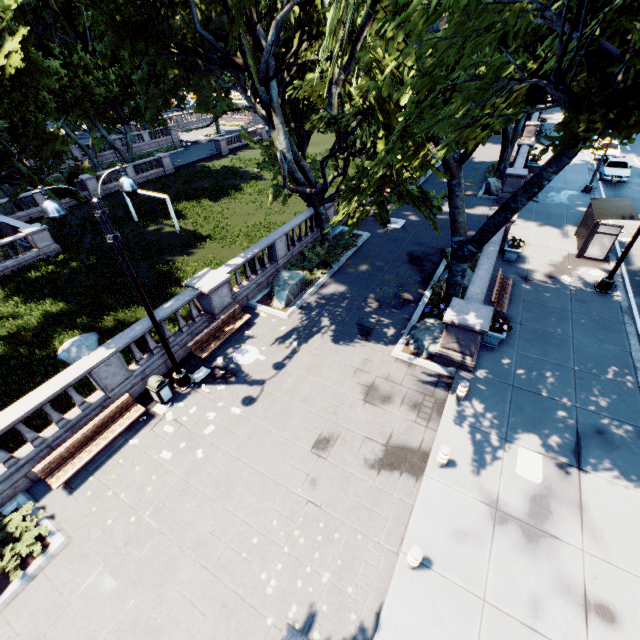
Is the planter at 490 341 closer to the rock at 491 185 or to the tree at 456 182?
the tree at 456 182

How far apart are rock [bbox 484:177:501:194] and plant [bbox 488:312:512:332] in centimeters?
1826cm

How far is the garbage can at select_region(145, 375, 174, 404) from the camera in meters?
10.9

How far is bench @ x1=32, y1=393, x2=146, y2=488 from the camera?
9.1 meters

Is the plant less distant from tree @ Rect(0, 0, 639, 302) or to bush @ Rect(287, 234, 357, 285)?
tree @ Rect(0, 0, 639, 302)

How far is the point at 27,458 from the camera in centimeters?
934cm

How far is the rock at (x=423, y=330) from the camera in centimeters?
1250cm

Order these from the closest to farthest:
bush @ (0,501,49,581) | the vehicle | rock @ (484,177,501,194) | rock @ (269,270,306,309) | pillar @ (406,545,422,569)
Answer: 1. pillar @ (406,545,422,569)
2. bush @ (0,501,49,581)
3. rock @ (269,270,306,309)
4. rock @ (484,177,501,194)
5. the vehicle
